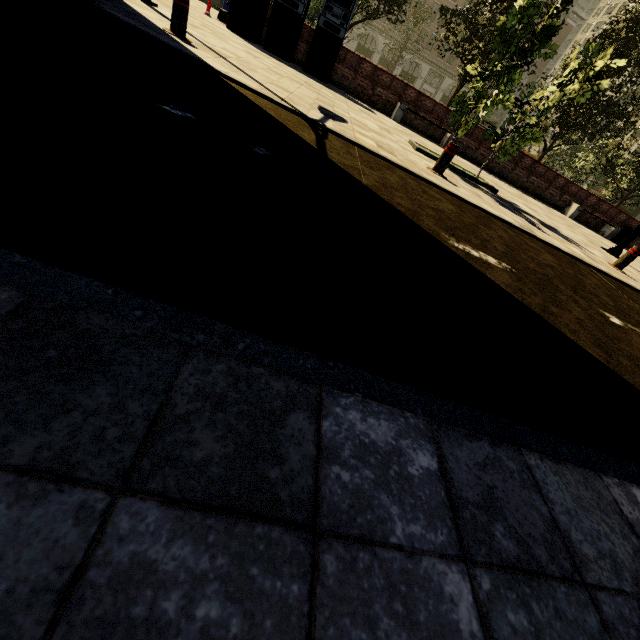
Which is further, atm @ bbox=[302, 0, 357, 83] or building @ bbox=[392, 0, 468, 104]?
building @ bbox=[392, 0, 468, 104]

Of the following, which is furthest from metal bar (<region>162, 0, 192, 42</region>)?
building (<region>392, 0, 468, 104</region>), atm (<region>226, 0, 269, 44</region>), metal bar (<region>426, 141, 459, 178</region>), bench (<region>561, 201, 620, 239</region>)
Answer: building (<region>392, 0, 468, 104</region>)

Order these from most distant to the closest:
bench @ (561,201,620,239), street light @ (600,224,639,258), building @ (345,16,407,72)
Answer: building @ (345,16,407,72) < bench @ (561,201,620,239) < street light @ (600,224,639,258)

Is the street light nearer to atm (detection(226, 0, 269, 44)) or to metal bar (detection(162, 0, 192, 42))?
metal bar (detection(162, 0, 192, 42))

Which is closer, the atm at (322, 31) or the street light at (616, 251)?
the street light at (616, 251)

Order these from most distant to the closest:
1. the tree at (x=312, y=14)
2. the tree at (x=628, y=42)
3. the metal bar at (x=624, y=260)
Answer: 1. the tree at (x=312, y=14)
2. the metal bar at (x=624, y=260)
3. the tree at (x=628, y=42)

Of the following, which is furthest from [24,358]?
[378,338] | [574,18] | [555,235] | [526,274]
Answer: [574,18]

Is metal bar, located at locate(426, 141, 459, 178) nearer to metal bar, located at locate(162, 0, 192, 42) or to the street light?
metal bar, located at locate(162, 0, 192, 42)
